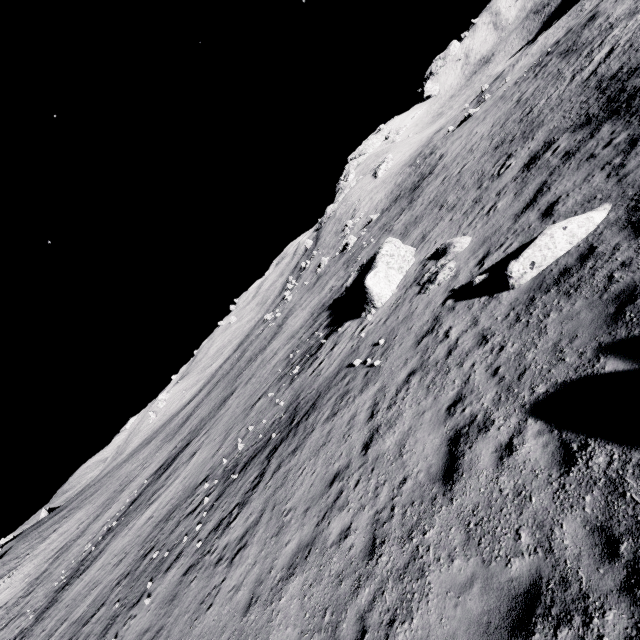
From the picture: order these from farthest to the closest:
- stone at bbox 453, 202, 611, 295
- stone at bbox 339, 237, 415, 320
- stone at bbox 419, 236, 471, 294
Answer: stone at bbox 339, 237, 415, 320
stone at bbox 419, 236, 471, 294
stone at bbox 453, 202, 611, 295

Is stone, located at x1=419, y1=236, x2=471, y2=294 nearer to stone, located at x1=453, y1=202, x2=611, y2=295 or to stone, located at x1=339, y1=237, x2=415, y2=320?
stone, located at x1=453, y1=202, x2=611, y2=295

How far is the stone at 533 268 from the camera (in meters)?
8.80

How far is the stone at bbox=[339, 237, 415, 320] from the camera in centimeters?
1800cm

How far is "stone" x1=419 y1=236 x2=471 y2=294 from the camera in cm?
1414

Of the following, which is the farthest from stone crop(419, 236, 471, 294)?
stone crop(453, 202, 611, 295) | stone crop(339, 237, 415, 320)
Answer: stone crop(339, 237, 415, 320)

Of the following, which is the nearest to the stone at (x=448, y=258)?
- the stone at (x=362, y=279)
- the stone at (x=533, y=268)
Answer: the stone at (x=533, y=268)

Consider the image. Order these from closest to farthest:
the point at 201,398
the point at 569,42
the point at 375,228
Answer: the point at 569,42
the point at 375,228
the point at 201,398
